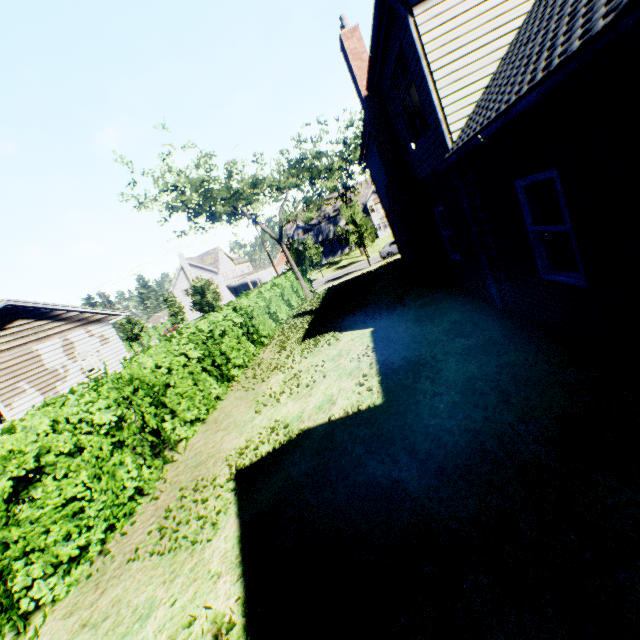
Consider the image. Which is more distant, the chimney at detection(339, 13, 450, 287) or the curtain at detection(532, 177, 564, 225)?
the chimney at detection(339, 13, 450, 287)

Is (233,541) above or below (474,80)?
below

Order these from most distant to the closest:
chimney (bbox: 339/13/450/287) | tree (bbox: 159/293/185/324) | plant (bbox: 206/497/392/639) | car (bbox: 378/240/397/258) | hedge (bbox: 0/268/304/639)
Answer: tree (bbox: 159/293/185/324) → car (bbox: 378/240/397/258) → chimney (bbox: 339/13/450/287) → hedge (bbox: 0/268/304/639) → plant (bbox: 206/497/392/639)

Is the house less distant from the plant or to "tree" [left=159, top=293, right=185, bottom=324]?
"tree" [left=159, top=293, right=185, bottom=324]

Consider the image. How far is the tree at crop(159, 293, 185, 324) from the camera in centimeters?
4841cm

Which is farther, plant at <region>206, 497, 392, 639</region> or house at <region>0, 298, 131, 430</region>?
house at <region>0, 298, 131, 430</region>

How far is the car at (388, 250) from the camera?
33.97m

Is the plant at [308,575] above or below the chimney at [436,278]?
below
